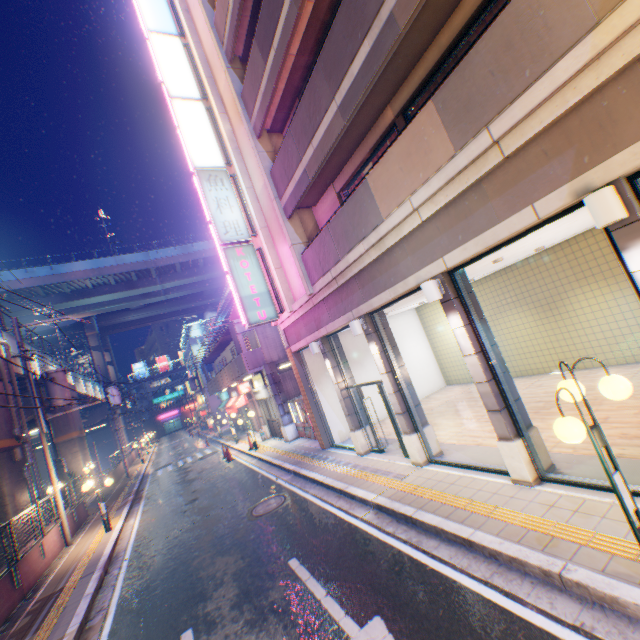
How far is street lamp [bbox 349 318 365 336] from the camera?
8.7m

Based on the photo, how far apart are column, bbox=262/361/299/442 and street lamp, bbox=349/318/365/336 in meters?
10.0

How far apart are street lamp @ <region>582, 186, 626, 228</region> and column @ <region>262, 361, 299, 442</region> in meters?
15.7

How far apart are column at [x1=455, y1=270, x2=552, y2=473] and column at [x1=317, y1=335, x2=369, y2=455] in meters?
5.3 m

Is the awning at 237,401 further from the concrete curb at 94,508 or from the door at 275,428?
the concrete curb at 94,508

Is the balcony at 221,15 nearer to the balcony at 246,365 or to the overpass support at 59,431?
the overpass support at 59,431

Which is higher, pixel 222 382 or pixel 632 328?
pixel 222 382

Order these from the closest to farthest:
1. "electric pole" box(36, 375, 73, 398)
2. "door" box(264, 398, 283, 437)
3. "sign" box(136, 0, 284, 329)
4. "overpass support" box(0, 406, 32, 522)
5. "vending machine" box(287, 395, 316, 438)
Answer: "sign" box(136, 0, 284, 329) → "overpass support" box(0, 406, 32, 522) → "electric pole" box(36, 375, 73, 398) → "vending machine" box(287, 395, 316, 438) → "door" box(264, 398, 283, 437)
